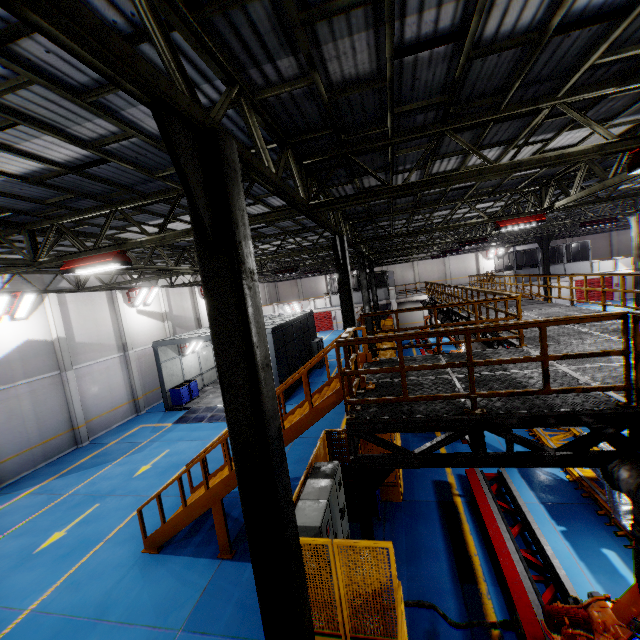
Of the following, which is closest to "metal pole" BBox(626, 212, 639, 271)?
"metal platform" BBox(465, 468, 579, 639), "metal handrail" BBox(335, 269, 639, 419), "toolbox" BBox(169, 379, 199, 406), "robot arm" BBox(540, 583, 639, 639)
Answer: "metal handrail" BBox(335, 269, 639, 419)

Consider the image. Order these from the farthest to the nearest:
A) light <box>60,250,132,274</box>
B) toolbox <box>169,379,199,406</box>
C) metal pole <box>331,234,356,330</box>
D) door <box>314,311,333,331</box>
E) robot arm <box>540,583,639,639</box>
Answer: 1. door <box>314,311,333,331</box>
2. toolbox <box>169,379,199,406</box>
3. metal pole <box>331,234,356,330</box>
4. light <box>60,250,132,274</box>
5. robot arm <box>540,583,639,639</box>

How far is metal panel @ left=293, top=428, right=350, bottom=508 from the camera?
7.1m

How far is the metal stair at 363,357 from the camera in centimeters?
674cm

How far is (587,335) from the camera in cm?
838

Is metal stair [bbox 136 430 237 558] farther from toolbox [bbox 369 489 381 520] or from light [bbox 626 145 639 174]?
light [bbox 626 145 639 174]

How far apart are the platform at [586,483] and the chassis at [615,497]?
0.0m

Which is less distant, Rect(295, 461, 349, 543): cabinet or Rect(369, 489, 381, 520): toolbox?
Rect(295, 461, 349, 543): cabinet
